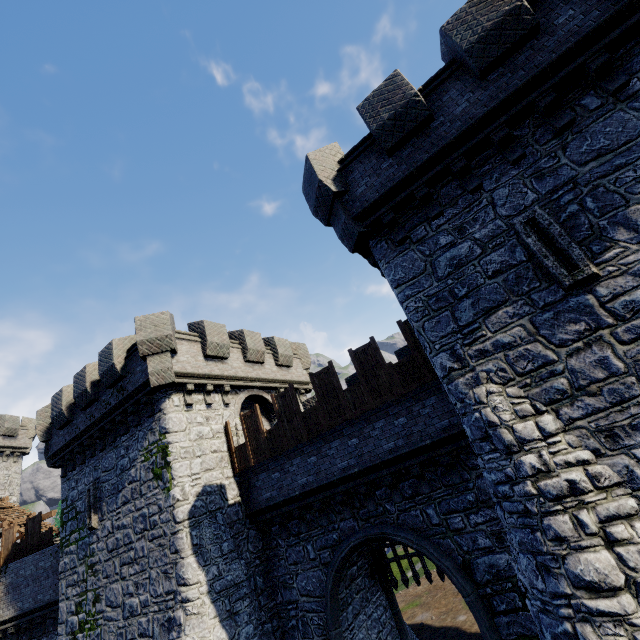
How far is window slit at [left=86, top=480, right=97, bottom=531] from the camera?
13.9m

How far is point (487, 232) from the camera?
7.3m

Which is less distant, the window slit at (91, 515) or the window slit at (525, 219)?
the window slit at (525, 219)

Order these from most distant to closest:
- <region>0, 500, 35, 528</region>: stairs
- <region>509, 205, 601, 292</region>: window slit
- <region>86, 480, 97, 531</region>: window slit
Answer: <region>0, 500, 35, 528</region>: stairs < <region>86, 480, 97, 531</region>: window slit < <region>509, 205, 601, 292</region>: window slit

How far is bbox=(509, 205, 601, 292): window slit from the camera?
6.12m

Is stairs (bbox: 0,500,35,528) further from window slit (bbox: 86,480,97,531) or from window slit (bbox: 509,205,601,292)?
window slit (bbox: 509,205,601,292)

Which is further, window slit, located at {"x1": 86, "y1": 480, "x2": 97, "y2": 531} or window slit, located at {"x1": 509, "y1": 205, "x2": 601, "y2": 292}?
window slit, located at {"x1": 86, "y1": 480, "x2": 97, "y2": 531}

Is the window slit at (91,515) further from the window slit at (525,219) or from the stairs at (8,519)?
the window slit at (525,219)
